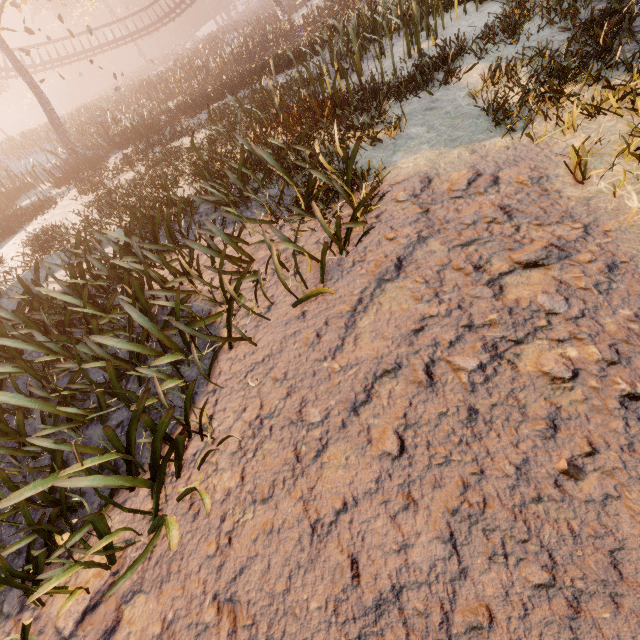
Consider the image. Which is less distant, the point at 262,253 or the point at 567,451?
the point at 567,451

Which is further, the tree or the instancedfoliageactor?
the tree

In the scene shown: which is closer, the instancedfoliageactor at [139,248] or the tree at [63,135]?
the instancedfoliageactor at [139,248]
